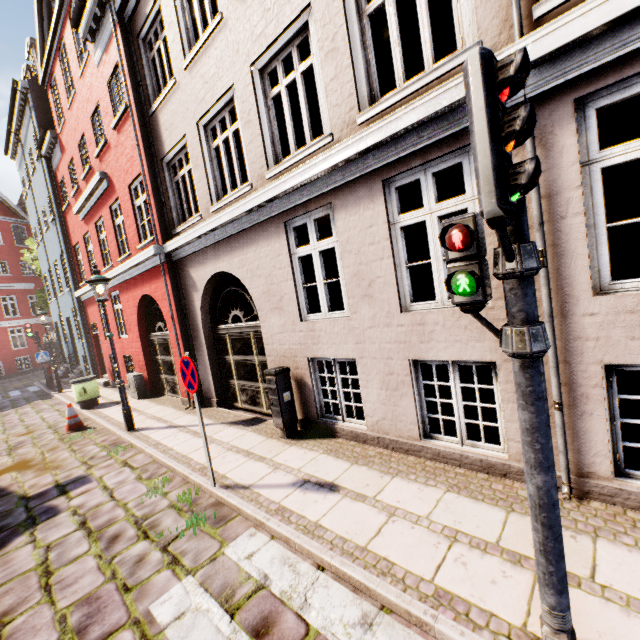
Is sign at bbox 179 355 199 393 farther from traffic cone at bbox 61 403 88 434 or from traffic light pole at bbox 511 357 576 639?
traffic cone at bbox 61 403 88 434

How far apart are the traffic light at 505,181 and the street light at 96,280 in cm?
813

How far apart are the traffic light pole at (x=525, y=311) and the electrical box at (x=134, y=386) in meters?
A: 11.6

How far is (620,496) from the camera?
3.08m

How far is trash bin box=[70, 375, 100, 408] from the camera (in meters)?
10.52

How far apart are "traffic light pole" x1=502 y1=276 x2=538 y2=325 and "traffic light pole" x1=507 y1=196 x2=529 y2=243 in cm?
18

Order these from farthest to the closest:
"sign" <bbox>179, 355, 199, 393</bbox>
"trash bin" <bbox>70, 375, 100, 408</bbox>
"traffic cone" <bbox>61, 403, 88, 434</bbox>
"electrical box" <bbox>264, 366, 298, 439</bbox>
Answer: "trash bin" <bbox>70, 375, 100, 408</bbox>, "traffic cone" <bbox>61, 403, 88, 434</bbox>, "electrical box" <bbox>264, 366, 298, 439</bbox>, "sign" <bbox>179, 355, 199, 393</bbox>

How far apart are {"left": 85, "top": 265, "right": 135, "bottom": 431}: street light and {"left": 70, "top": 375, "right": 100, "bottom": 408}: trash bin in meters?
4.1 m
